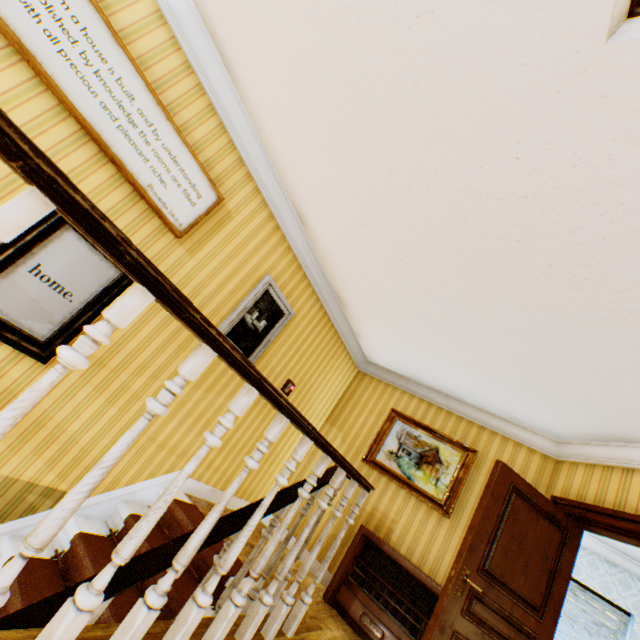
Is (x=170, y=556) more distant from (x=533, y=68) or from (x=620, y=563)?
(x=620, y=563)

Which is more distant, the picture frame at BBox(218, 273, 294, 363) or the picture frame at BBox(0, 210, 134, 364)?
the picture frame at BBox(218, 273, 294, 363)

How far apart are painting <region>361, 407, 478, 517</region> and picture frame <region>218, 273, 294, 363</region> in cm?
241

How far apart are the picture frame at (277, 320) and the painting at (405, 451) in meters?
2.4 m

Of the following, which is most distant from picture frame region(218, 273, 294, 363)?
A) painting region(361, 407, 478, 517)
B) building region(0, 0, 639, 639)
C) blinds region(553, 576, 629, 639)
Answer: blinds region(553, 576, 629, 639)

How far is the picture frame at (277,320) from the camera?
3.6m

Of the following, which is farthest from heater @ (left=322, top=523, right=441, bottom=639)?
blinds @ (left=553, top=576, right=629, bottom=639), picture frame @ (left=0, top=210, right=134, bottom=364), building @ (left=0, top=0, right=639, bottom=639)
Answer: blinds @ (left=553, top=576, right=629, bottom=639)

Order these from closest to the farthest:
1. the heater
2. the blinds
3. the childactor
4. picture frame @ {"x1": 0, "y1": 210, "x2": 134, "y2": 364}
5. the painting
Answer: picture frame @ {"x1": 0, "y1": 210, "x2": 134, "y2": 364} → the childactor → the heater → the painting → the blinds
